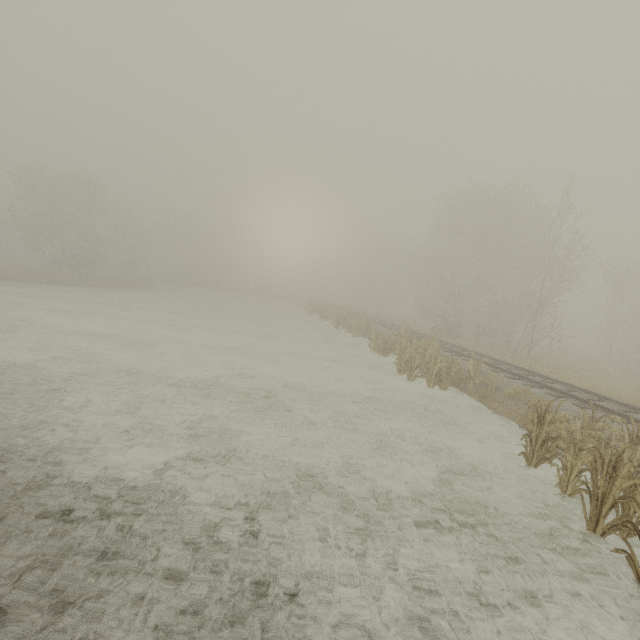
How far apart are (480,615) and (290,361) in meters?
11.4
